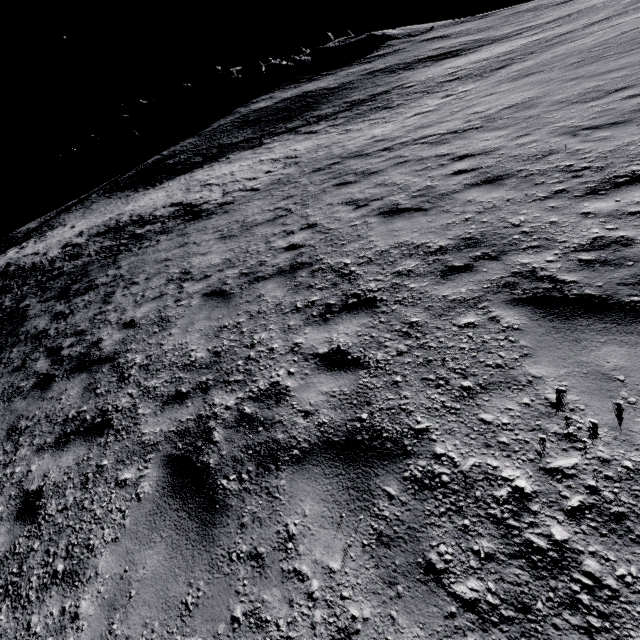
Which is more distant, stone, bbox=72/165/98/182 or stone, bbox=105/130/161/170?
stone, bbox=72/165/98/182

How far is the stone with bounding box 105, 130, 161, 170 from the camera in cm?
5283

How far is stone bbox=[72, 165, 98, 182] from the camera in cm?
5334

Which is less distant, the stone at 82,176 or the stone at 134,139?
the stone at 134,139

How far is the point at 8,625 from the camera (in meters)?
2.75

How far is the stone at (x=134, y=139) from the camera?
52.8m
